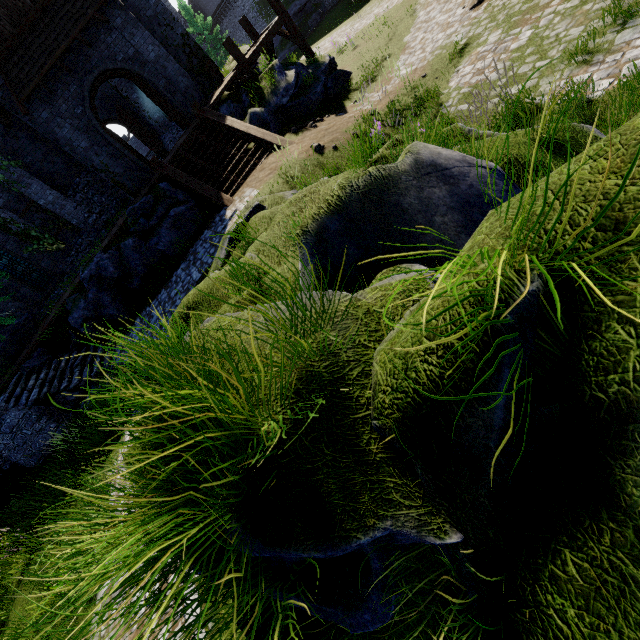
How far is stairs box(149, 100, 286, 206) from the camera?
12.36m

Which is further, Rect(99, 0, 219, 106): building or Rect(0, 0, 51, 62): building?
Rect(99, 0, 219, 106): building

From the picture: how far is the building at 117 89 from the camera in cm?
2049

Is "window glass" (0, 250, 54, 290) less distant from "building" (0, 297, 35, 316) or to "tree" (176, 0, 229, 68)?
"building" (0, 297, 35, 316)

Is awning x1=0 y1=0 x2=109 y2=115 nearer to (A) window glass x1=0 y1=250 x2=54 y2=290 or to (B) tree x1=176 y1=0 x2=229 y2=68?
(A) window glass x1=0 y1=250 x2=54 y2=290

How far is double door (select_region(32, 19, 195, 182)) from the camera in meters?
13.3 m

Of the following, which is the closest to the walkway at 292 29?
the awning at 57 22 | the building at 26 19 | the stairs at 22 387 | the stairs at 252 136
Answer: the building at 26 19

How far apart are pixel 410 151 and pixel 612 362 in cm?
335
